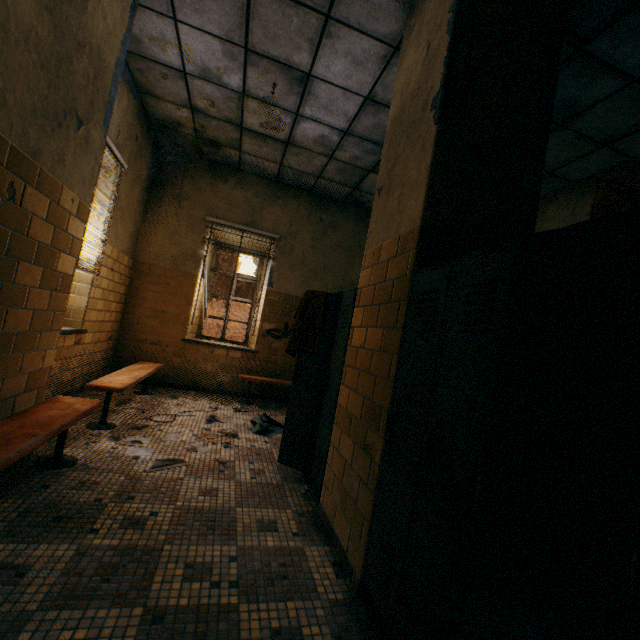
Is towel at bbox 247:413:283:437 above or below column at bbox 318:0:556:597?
below

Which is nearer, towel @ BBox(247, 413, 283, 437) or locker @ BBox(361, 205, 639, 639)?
locker @ BBox(361, 205, 639, 639)

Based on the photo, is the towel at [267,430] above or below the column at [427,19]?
below

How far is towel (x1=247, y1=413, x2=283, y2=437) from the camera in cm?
396

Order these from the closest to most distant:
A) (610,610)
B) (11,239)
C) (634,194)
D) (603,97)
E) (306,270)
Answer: (610,610), (11,239), (603,97), (634,194), (306,270)

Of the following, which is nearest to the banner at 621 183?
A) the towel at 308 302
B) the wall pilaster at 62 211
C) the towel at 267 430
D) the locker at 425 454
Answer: the locker at 425 454

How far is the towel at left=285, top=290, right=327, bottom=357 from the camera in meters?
2.9 m

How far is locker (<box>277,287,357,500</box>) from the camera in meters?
2.5 m
